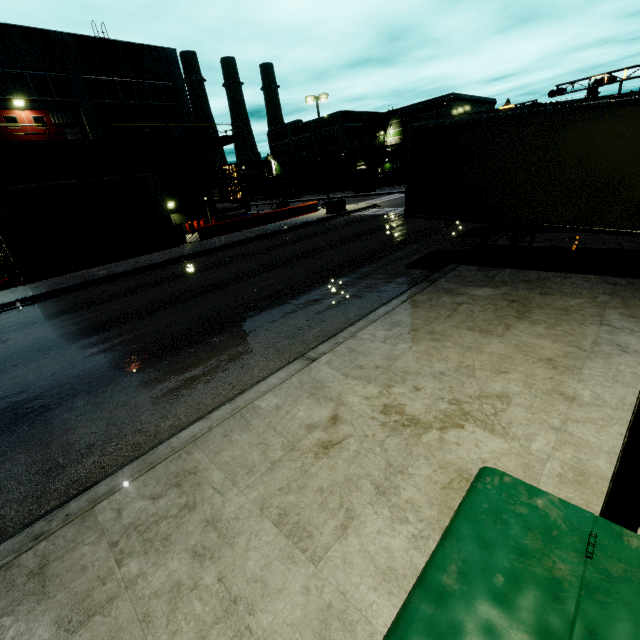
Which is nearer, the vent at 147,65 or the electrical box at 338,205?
the vent at 147,65

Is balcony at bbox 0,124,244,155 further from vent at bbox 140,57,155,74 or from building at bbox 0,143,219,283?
vent at bbox 140,57,155,74

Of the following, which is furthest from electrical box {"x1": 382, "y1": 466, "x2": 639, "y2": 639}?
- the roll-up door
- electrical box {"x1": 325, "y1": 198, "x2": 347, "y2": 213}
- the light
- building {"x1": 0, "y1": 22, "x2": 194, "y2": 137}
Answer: electrical box {"x1": 325, "y1": 198, "x2": 347, "y2": 213}

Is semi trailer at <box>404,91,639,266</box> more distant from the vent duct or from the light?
the light

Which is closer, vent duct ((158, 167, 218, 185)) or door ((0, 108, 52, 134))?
door ((0, 108, 52, 134))

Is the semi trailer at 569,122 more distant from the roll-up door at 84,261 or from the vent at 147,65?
the vent at 147,65

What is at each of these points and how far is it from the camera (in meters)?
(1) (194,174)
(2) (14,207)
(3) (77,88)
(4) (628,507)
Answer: (1) vent duct, 29.69
(2) building, 17.08
(3) building, 23.72
(4) light, 2.06

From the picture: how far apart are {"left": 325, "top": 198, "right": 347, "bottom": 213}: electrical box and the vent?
17.74m
